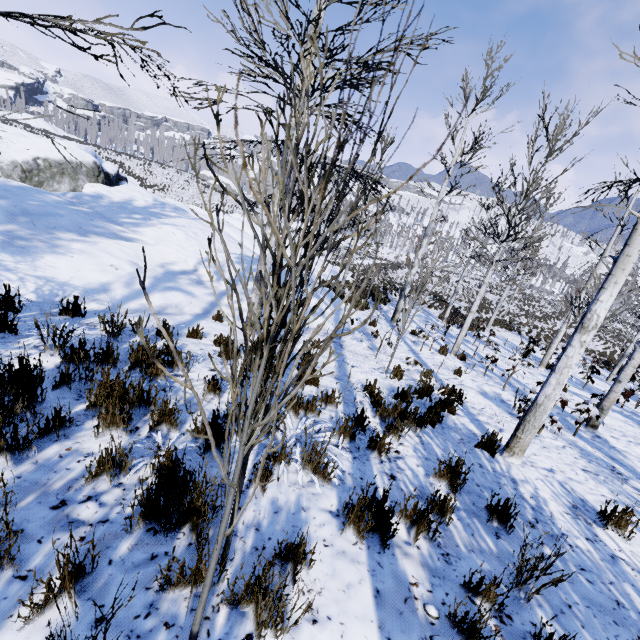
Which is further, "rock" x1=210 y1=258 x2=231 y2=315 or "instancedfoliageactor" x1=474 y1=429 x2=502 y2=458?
"rock" x1=210 y1=258 x2=231 y2=315

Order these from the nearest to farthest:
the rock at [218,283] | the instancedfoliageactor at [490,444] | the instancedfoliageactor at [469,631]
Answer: the instancedfoliageactor at [469,631], the instancedfoliageactor at [490,444], the rock at [218,283]

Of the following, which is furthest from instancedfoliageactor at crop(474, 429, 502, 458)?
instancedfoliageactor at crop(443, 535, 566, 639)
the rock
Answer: the rock

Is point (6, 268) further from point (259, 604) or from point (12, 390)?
point (259, 604)

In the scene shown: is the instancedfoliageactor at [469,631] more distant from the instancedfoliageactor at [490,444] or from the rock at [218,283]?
the rock at [218,283]

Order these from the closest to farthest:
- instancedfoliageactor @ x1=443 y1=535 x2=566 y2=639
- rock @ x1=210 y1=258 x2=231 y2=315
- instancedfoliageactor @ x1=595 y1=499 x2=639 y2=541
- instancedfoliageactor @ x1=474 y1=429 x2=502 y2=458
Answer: instancedfoliageactor @ x1=443 y1=535 x2=566 y2=639 < instancedfoliageactor @ x1=595 y1=499 x2=639 y2=541 < instancedfoliageactor @ x1=474 y1=429 x2=502 y2=458 < rock @ x1=210 y1=258 x2=231 y2=315
